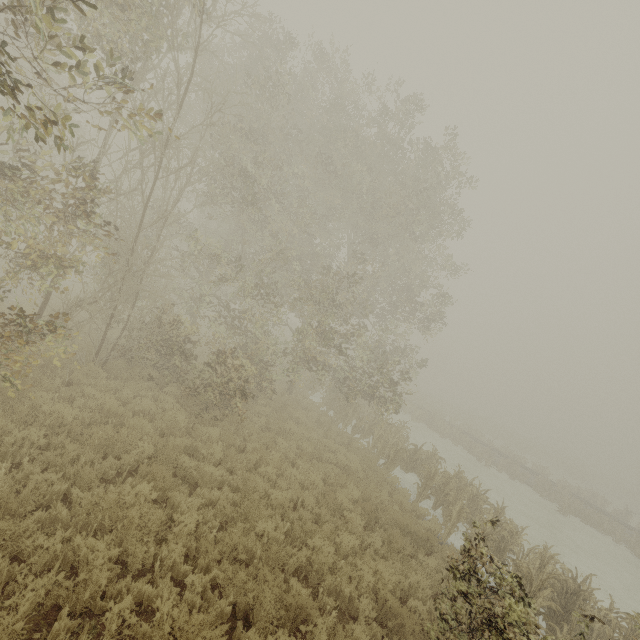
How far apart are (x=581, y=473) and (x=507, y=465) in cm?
2964
